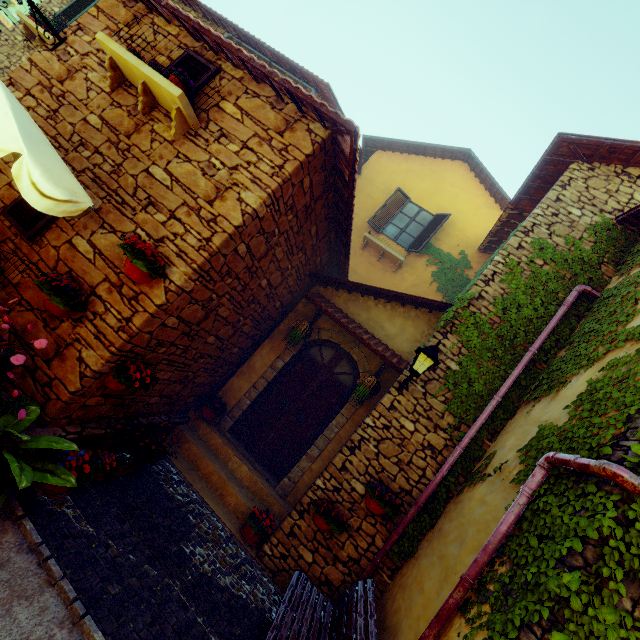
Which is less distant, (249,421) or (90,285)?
(90,285)

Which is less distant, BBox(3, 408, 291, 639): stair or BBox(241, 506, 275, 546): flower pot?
BBox(3, 408, 291, 639): stair

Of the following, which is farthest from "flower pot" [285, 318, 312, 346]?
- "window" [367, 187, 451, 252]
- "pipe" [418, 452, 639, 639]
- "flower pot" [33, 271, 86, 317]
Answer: "window" [367, 187, 451, 252]

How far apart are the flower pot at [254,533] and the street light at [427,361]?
3.0m

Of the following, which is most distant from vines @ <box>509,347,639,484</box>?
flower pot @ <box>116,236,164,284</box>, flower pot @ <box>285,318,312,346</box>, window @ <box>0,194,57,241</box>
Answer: window @ <box>0,194,57,241</box>

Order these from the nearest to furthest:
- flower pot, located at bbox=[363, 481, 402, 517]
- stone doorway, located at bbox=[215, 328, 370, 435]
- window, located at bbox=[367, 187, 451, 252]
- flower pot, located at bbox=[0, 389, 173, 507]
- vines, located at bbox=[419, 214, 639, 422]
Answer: flower pot, located at bbox=[0, 389, 173, 507] → flower pot, located at bbox=[363, 481, 402, 517] → vines, located at bbox=[419, 214, 639, 422] → stone doorway, located at bbox=[215, 328, 370, 435] → window, located at bbox=[367, 187, 451, 252]

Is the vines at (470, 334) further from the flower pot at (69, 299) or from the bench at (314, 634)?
the flower pot at (69, 299)

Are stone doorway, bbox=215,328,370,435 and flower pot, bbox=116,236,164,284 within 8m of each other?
yes
